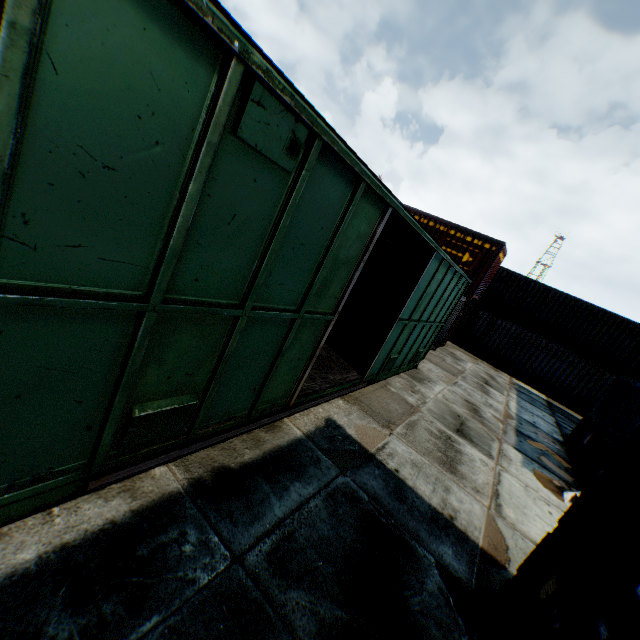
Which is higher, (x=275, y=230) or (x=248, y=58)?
(x=248, y=58)

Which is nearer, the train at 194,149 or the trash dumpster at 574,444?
the train at 194,149

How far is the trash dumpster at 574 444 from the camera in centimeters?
785cm

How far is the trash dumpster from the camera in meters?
7.9 m

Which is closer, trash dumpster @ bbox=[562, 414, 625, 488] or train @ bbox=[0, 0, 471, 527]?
train @ bbox=[0, 0, 471, 527]
